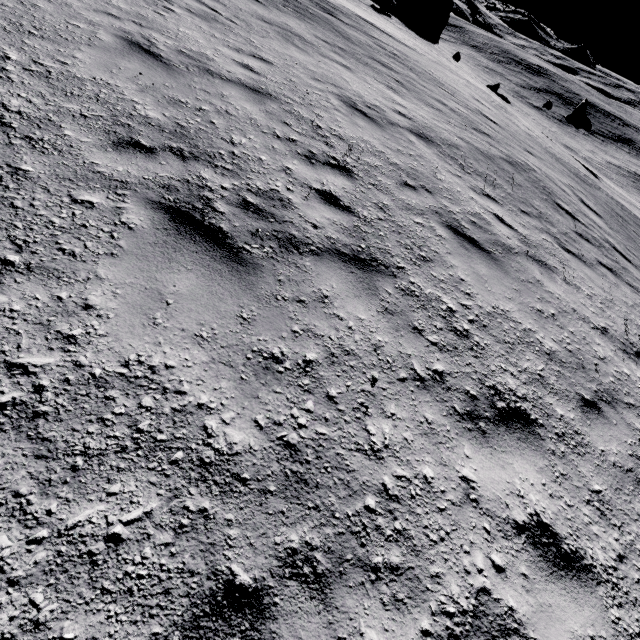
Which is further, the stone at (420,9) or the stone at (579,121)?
the stone at (420,9)

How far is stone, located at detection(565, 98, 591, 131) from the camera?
31.2 meters

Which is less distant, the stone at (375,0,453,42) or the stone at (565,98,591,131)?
the stone at (565,98,591,131)

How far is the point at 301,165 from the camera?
4.6 meters

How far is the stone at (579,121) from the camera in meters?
31.2 m
